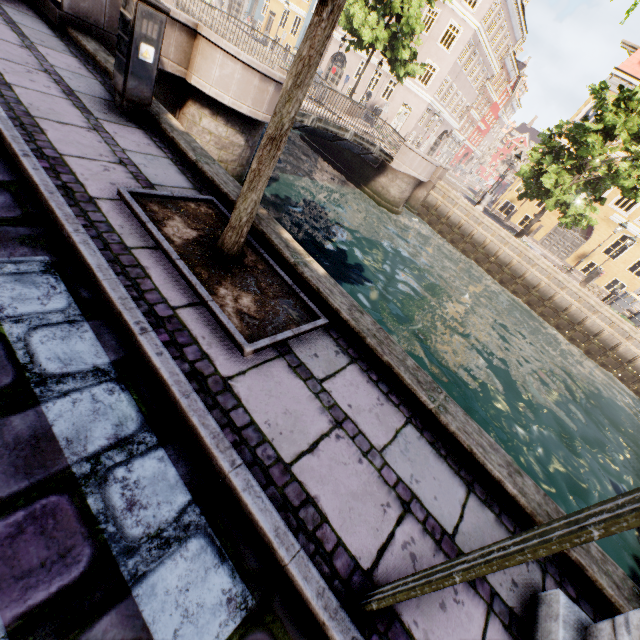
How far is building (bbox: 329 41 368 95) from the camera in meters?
32.0 m

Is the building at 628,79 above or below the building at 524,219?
above

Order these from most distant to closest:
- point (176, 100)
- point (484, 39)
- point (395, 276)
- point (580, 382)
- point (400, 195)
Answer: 1. point (484, 39)
2. point (400, 195)
3. point (580, 382)
4. point (395, 276)
5. point (176, 100)

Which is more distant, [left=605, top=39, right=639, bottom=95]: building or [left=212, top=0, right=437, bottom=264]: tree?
[left=605, top=39, right=639, bottom=95]: building

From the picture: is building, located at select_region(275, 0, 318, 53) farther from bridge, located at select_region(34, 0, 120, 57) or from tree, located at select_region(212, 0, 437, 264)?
bridge, located at select_region(34, 0, 120, 57)

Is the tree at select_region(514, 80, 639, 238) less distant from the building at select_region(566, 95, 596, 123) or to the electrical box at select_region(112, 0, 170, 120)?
the electrical box at select_region(112, 0, 170, 120)

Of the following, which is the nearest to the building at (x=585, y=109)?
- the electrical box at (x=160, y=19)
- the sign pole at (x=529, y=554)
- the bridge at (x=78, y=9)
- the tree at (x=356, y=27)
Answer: the tree at (x=356, y=27)

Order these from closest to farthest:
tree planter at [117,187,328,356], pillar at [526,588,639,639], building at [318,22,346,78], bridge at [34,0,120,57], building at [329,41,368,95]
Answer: pillar at [526,588,639,639] → tree planter at [117,187,328,356] → bridge at [34,0,120,57] → building at [329,41,368,95] → building at [318,22,346,78]
